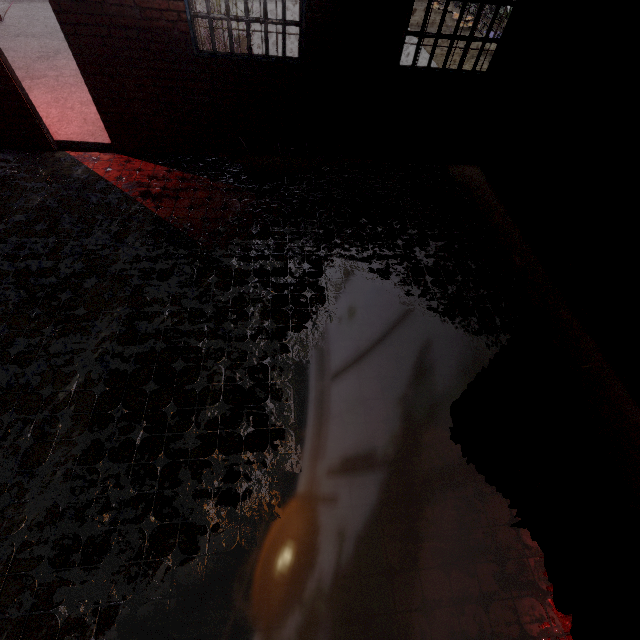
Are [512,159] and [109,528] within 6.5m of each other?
no
